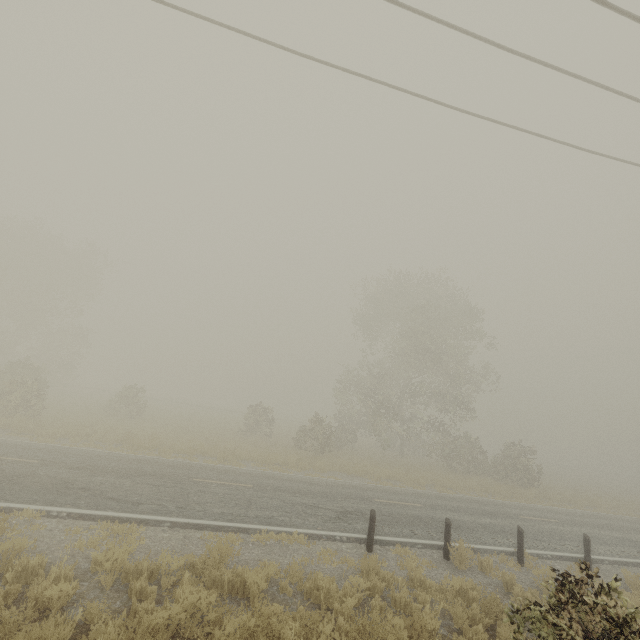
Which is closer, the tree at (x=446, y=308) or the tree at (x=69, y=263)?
the tree at (x=69, y=263)

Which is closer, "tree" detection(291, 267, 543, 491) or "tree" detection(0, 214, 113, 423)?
"tree" detection(0, 214, 113, 423)

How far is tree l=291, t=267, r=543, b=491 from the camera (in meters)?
25.72

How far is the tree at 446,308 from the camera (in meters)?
25.72

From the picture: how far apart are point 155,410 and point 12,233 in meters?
23.0
